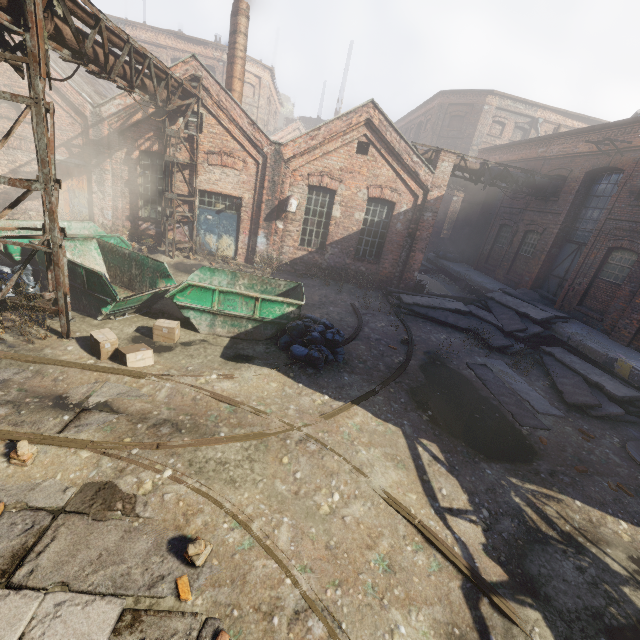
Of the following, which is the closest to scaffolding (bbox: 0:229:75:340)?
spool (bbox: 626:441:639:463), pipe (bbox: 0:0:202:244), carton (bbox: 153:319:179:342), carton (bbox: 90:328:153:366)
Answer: pipe (bbox: 0:0:202:244)

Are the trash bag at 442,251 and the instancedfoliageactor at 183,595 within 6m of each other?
no

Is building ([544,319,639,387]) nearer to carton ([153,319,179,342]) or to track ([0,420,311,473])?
track ([0,420,311,473])

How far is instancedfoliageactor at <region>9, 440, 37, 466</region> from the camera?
4.21m

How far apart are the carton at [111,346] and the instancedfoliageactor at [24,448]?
2.3 meters

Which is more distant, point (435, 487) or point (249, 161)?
point (249, 161)

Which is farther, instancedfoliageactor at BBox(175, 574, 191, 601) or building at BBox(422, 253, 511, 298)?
building at BBox(422, 253, 511, 298)

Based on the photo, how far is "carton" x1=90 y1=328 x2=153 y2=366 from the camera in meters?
6.6 m
